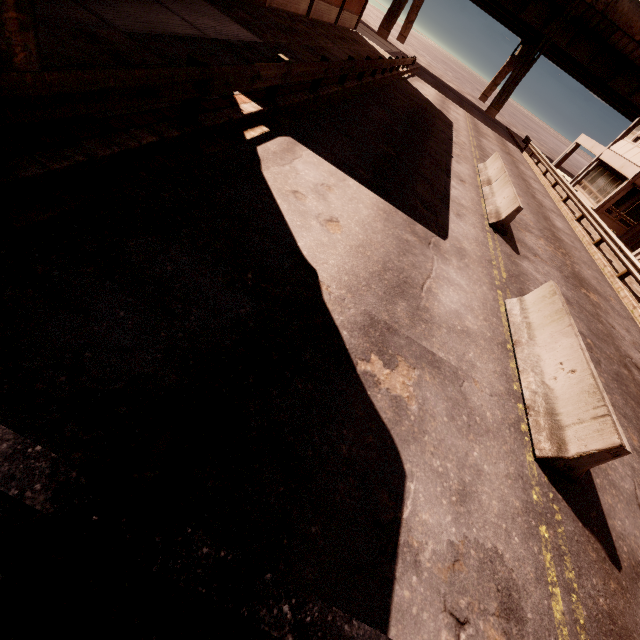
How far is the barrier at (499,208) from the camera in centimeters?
1069cm

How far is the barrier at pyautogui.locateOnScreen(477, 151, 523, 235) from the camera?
10.69m

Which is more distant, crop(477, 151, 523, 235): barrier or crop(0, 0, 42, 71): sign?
crop(477, 151, 523, 235): barrier

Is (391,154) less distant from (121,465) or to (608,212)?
(121,465)

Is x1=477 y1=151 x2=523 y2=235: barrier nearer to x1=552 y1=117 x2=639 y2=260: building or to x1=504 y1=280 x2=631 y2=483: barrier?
x1=504 y1=280 x2=631 y2=483: barrier

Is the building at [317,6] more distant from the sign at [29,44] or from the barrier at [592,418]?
the barrier at [592,418]

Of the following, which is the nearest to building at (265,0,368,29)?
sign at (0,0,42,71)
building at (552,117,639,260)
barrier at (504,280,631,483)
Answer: sign at (0,0,42,71)

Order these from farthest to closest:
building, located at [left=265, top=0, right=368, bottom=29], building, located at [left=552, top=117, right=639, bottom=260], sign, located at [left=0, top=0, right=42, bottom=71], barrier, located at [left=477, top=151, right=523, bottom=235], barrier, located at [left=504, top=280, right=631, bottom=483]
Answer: building, located at [left=552, top=117, right=639, bottom=260] → building, located at [left=265, top=0, right=368, bottom=29] → barrier, located at [left=477, top=151, right=523, bottom=235] → barrier, located at [left=504, top=280, right=631, bottom=483] → sign, located at [left=0, top=0, right=42, bottom=71]
